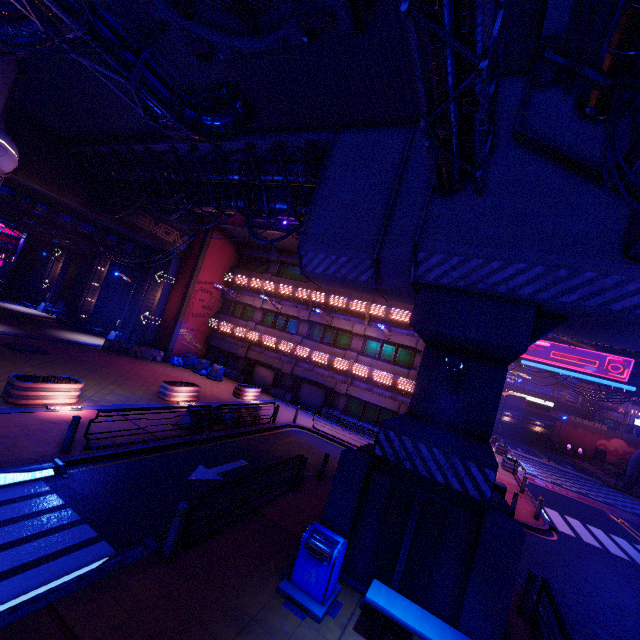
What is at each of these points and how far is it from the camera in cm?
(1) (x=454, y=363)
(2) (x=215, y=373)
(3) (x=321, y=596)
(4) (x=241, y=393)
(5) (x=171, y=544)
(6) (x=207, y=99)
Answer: (1) street light, 524
(2) trash can, 2633
(3) trash can, 641
(4) plant holder, 2219
(5) post, 649
(6) pipe, 998

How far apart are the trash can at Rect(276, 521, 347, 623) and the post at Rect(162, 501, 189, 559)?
2.2 meters

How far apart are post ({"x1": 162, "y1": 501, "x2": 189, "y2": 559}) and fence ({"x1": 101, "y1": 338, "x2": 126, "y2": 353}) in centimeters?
2270cm

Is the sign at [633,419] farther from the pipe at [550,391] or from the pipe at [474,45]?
the pipe at [474,45]

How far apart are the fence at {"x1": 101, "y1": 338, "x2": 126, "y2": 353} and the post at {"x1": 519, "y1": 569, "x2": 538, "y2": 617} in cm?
2763

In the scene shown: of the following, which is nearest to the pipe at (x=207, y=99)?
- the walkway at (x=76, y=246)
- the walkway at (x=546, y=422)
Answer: the walkway at (x=76, y=246)

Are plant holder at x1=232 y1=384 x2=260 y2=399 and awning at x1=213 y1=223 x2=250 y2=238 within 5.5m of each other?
no

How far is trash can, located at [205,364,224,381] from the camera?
26.2m
